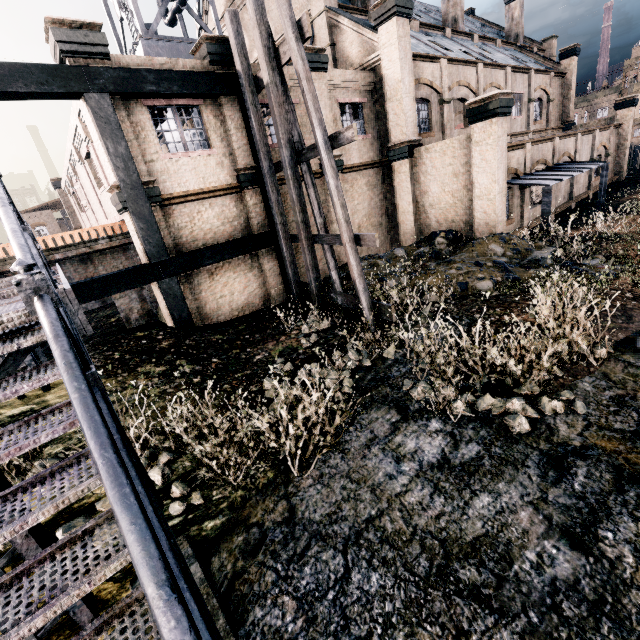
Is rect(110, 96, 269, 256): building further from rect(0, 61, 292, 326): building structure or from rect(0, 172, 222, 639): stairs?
rect(0, 172, 222, 639): stairs

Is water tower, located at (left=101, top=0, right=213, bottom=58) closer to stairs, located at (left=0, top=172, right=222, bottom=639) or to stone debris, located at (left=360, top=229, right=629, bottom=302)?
stairs, located at (left=0, top=172, right=222, bottom=639)

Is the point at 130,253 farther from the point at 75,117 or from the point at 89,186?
the point at 89,186

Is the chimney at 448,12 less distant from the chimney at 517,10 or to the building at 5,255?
the building at 5,255

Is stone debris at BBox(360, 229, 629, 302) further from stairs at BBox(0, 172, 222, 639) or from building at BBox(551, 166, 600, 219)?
stairs at BBox(0, 172, 222, 639)

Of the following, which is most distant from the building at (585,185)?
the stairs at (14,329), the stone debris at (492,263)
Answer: the stairs at (14,329)

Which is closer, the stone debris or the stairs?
the stairs

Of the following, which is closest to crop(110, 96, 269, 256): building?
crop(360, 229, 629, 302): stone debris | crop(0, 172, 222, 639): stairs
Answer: crop(360, 229, 629, 302): stone debris
